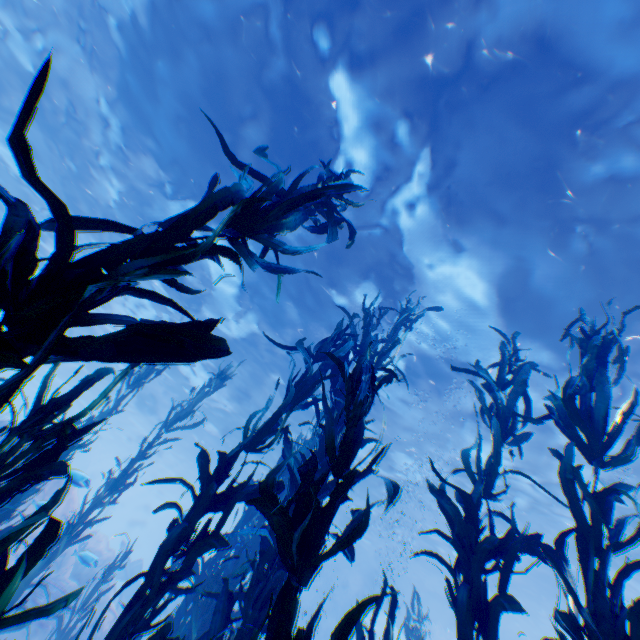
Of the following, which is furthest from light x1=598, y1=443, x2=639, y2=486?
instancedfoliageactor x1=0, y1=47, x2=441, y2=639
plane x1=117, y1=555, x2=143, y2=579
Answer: instancedfoliageactor x1=0, y1=47, x2=441, y2=639

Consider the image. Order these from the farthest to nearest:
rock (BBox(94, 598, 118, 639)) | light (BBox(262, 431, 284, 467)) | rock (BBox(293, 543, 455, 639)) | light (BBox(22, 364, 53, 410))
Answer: light (BBox(22, 364, 53, 410))
rock (BBox(293, 543, 455, 639))
light (BBox(262, 431, 284, 467))
rock (BBox(94, 598, 118, 639))

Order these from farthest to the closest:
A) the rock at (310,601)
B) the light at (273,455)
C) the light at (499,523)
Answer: the rock at (310,601) → the light at (273,455) → the light at (499,523)

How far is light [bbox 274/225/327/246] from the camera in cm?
1065

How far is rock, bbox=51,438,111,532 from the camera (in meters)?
7.73

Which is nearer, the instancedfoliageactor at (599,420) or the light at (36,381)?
the instancedfoliageactor at (599,420)

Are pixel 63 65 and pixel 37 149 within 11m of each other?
yes

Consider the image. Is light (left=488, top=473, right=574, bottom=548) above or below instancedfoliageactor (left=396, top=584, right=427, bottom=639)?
above
